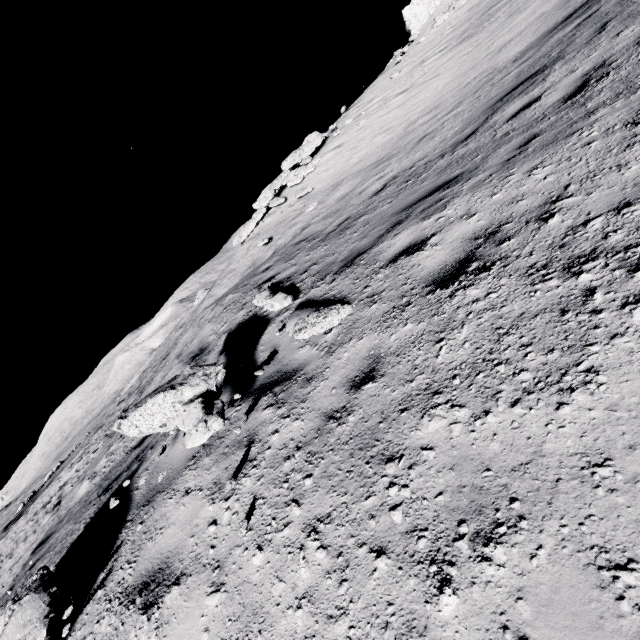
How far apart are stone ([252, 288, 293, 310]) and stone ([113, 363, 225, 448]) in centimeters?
151cm

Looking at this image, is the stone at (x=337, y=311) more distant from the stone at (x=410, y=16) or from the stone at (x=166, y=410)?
the stone at (x=410, y=16)

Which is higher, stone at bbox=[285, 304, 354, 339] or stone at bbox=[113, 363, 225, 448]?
stone at bbox=[113, 363, 225, 448]

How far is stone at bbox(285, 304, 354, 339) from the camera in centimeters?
382cm

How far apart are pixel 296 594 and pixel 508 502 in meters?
1.2

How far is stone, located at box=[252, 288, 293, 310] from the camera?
5.1 meters

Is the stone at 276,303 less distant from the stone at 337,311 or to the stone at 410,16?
the stone at 337,311

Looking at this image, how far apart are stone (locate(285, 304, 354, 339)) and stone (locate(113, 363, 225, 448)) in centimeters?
93cm
